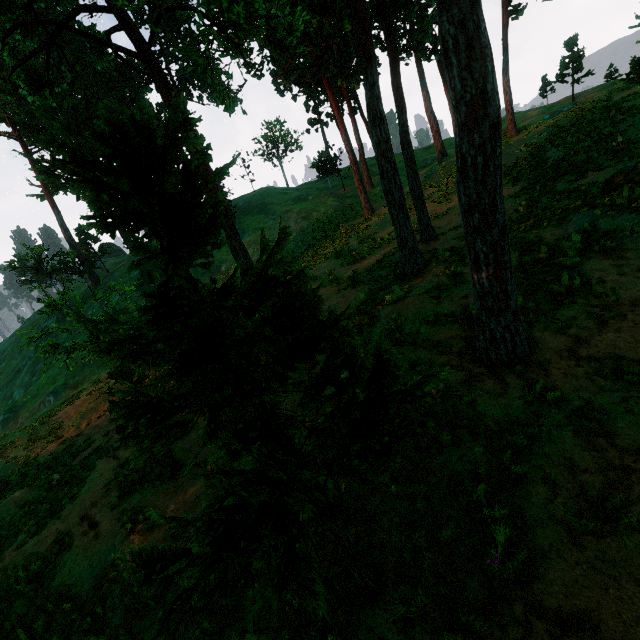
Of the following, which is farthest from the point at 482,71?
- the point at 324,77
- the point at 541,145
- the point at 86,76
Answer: the point at 86,76

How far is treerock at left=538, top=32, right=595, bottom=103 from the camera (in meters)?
33.94

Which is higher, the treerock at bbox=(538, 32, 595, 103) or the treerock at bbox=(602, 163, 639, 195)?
the treerock at bbox=(538, 32, 595, 103)

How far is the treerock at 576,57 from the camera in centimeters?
3394cm

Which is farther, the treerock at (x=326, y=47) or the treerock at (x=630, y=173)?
the treerock at (x=630, y=173)

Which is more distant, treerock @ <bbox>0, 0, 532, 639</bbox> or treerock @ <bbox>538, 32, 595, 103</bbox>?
treerock @ <bbox>538, 32, 595, 103</bbox>
